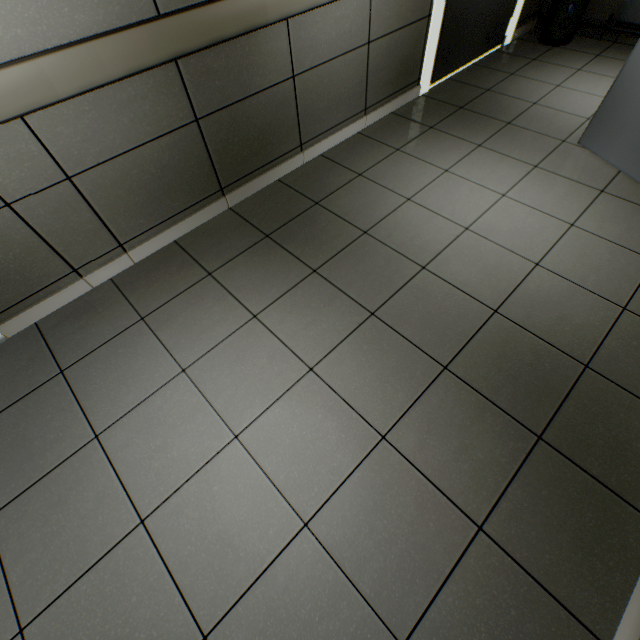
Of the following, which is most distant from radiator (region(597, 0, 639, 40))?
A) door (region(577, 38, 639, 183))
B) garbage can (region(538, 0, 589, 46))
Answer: door (region(577, 38, 639, 183))

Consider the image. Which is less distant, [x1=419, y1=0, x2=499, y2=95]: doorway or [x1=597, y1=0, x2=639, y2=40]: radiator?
[x1=419, y1=0, x2=499, y2=95]: doorway

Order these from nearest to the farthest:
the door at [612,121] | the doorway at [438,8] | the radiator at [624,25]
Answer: the door at [612,121] < the doorway at [438,8] < the radiator at [624,25]

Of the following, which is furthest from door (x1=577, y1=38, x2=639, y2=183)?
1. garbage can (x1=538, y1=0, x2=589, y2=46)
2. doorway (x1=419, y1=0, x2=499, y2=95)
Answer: garbage can (x1=538, y1=0, x2=589, y2=46)

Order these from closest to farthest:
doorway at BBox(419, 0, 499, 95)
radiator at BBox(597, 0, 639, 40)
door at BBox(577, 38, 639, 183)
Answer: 1. door at BBox(577, 38, 639, 183)
2. doorway at BBox(419, 0, 499, 95)
3. radiator at BBox(597, 0, 639, 40)

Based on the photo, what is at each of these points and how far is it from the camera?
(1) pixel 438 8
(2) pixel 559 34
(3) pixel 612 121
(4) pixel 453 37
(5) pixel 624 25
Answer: (1) doorway, 2.9 meters
(2) garbage can, 3.8 meters
(3) door, 2.4 meters
(4) door, 3.3 meters
(5) radiator, 3.6 meters

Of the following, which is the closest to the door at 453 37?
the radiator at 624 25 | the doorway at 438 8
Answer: the doorway at 438 8
